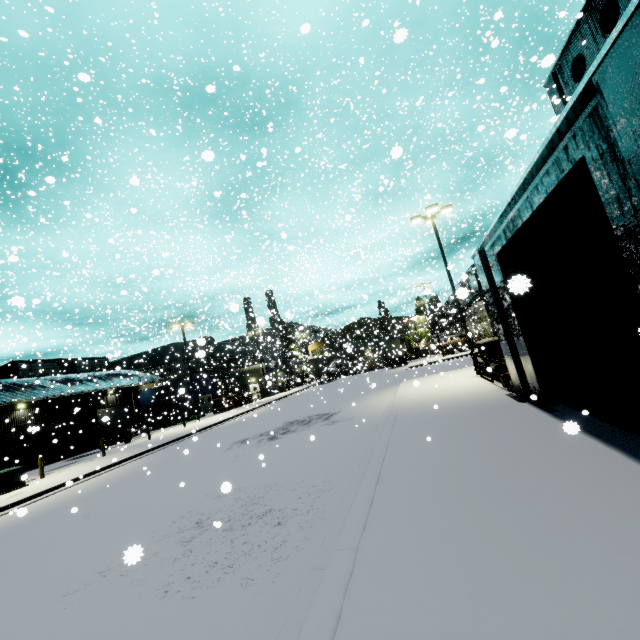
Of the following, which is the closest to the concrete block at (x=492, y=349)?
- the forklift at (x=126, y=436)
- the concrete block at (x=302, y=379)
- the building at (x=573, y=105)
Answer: the building at (x=573, y=105)

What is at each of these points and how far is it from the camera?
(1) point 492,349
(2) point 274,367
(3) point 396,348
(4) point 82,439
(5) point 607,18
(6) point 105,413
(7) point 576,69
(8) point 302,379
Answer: (1) concrete block, 14.6m
(2) building, 50.2m
(3) semi trailer, 47.0m
(4) portable restroom, 30.0m
(5) vent, 13.2m
(6) roll-up door, 38.8m
(7) vent, 15.7m
(8) concrete block, 56.9m

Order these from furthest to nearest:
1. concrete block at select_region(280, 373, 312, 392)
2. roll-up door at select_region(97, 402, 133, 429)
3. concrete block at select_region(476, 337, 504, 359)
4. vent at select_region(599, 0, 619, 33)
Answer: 1. concrete block at select_region(280, 373, 312, 392)
2. roll-up door at select_region(97, 402, 133, 429)
3. concrete block at select_region(476, 337, 504, 359)
4. vent at select_region(599, 0, 619, 33)

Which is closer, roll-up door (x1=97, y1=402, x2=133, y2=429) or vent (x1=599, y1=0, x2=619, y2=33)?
vent (x1=599, y1=0, x2=619, y2=33)

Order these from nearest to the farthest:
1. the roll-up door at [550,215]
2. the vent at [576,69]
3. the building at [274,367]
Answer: the roll-up door at [550,215]
the vent at [576,69]
the building at [274,367]

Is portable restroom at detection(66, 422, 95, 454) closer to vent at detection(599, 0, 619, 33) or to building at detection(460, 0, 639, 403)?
building at detection(460, 0, 639, 403)

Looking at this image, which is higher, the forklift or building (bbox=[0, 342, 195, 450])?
building (bbox=[0, 342, 195, 450])

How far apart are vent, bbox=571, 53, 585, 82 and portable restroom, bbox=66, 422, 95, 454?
43.4 meters
